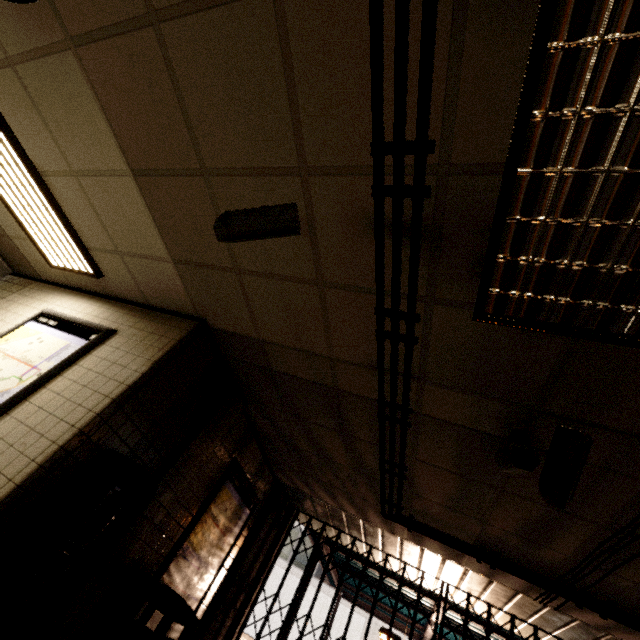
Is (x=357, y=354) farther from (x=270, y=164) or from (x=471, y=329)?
(x=270, y=164)

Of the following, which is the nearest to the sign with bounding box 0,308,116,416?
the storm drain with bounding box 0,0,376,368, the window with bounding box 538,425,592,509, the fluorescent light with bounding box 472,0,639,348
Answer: the storm drain with bounding box 0,0,376,368

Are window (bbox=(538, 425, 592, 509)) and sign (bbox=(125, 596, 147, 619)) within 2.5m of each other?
no

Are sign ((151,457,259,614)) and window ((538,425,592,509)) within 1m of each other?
no

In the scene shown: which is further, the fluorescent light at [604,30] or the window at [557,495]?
the window at [557,495]

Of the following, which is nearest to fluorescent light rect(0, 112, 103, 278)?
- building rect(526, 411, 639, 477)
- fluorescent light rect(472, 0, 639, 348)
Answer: fluorescent light rect(472, 0, 639, 348)

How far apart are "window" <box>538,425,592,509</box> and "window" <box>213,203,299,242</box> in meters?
2.1

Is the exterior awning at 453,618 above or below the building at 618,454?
above
